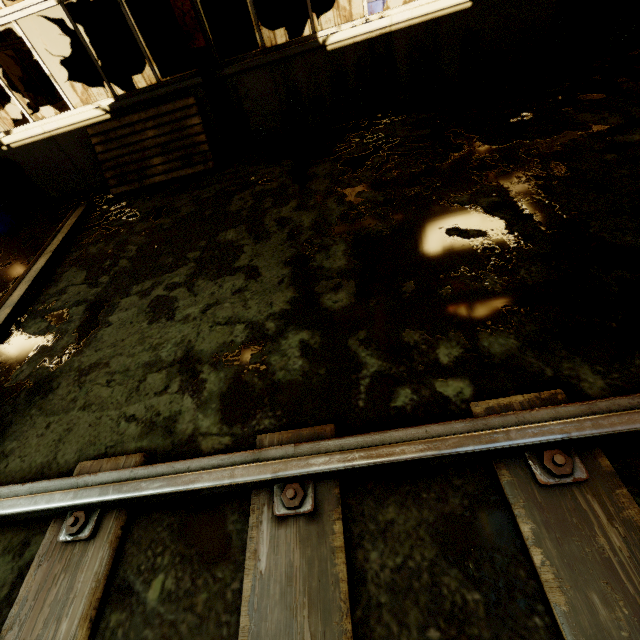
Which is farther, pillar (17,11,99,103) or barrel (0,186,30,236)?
pillar (17,11,99,103)

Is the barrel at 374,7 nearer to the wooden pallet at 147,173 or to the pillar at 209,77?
the pillar at 209,77

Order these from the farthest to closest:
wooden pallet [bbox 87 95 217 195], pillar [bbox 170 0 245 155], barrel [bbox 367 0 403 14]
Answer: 1. barrel [bbox 367 0 403 14]
2. wooden pallet [bbox 87 95 217 195]
3. pillar [bbox 170 0 245 155]

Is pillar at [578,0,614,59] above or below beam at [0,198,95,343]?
above

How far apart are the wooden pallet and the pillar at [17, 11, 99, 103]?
5.35m

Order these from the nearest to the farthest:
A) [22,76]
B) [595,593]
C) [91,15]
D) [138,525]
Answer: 1. [595,593]
2. [138,525]
3. [91,15]
4. [22,76]

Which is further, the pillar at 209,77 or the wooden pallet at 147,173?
the wooden pallet at 147,173

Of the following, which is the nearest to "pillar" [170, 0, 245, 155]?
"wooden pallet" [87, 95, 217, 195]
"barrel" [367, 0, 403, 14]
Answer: "wooden pallet" [87, 95, 217, 195]
